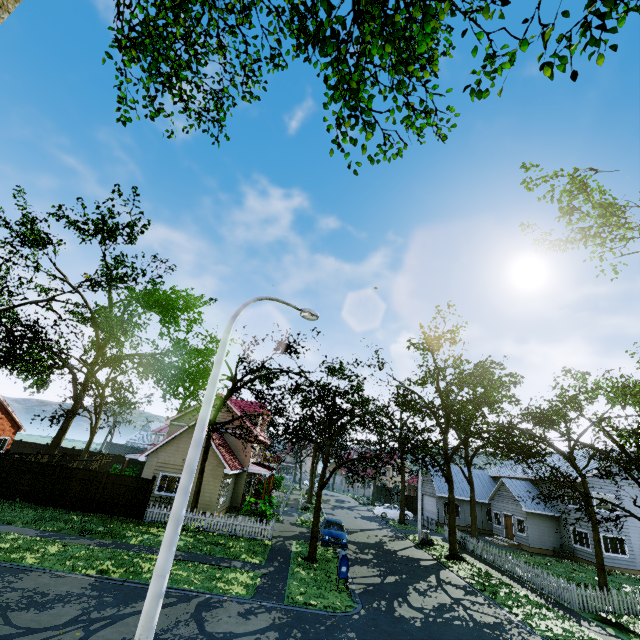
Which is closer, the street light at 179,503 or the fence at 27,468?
the street light at 179,503

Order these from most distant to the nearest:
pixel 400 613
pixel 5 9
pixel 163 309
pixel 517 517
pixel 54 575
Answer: pixel 163 309 < pixel 517 517 < pixel 400 613 < pixel 54 575 < pixel 5 9

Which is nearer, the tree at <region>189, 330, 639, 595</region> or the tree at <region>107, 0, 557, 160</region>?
the tree at <region>107, 0, 557, 160</region>

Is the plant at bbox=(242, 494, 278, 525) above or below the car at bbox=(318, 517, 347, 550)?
above

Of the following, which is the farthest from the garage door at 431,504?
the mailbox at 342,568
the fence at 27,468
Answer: the mailbox at 342,568

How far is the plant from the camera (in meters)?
20.50

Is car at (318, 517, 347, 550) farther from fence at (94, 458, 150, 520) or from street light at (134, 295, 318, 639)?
street light at (134, 295, 318, 639)

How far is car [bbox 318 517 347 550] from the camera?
20.1 meters
